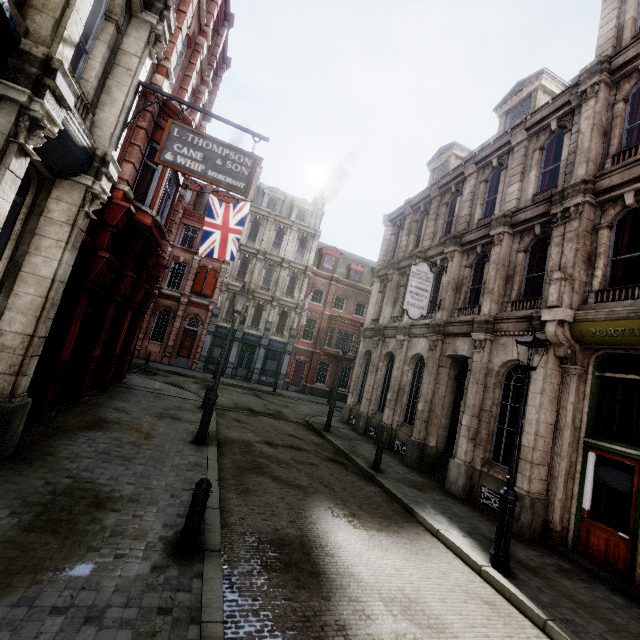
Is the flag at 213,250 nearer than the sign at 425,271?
No

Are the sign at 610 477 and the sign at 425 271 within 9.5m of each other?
yes

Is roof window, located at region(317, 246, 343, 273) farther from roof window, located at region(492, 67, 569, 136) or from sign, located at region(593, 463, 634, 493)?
sign, located at region(593, 463, 634, 493)

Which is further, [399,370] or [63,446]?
[399,370]

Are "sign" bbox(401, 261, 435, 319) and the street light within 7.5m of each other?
yes

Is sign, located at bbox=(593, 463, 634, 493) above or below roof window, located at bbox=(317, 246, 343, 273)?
below

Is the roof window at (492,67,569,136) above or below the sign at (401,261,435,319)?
above

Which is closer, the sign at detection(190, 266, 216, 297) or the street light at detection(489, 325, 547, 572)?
the street light at detection(489, 325, 547, 572)
